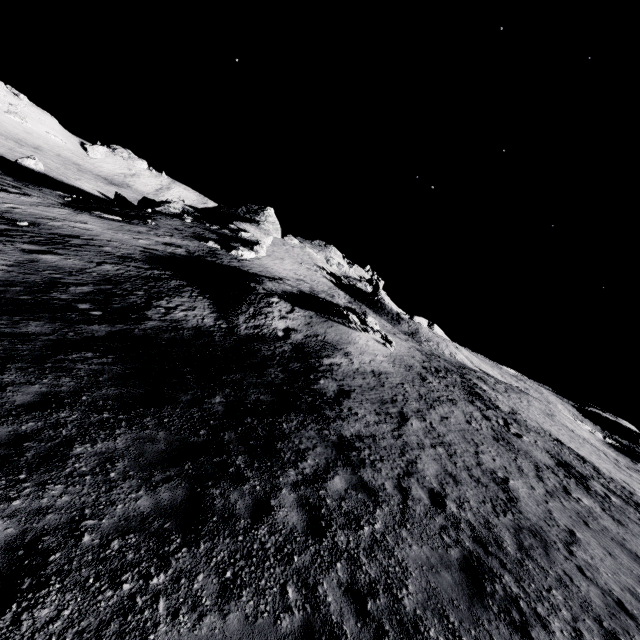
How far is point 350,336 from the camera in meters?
24.6 m

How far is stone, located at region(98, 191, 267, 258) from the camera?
45.2 meters

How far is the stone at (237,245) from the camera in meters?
45.2 m
